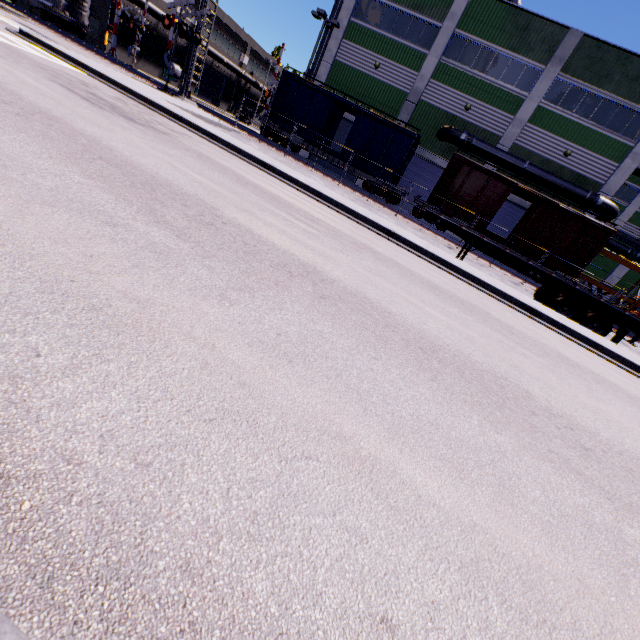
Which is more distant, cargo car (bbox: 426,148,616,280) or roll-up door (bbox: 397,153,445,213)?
roll-up door (bbox: 397,153,445,213)

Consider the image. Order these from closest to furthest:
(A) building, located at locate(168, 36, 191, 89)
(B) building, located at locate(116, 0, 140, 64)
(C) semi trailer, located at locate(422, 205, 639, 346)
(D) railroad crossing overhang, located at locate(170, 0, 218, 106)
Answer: (C) semi trailer, located at locate(422, 205, 639, 346), (D) railroad crossing overhang, located at locate(170, 0, 218, 106), (B) building, located at locate(116, 0, 140, 64), (A) building, located at locate(168, 36, 191, 89)

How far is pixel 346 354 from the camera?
2.8 meters

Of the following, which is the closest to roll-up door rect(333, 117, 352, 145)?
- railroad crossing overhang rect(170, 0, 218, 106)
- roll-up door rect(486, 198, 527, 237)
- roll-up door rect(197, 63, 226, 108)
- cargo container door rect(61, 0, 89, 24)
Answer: railroad crossing overhang rect(170, 0, 218, 106)

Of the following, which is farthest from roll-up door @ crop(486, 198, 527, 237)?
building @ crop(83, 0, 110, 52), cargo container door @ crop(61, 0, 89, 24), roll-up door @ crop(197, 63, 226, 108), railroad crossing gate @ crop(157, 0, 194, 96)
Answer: roll-up door @ crop(197, 63, 226, 108)

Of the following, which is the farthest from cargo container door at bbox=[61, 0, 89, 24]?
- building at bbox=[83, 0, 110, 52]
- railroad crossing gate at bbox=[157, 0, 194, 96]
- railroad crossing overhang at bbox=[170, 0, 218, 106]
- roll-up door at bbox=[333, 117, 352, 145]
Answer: roll-up door at bbox=[333, 117, 352, 145]

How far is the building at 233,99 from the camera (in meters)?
47.56

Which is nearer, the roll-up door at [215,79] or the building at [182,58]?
the building at [182,58]
